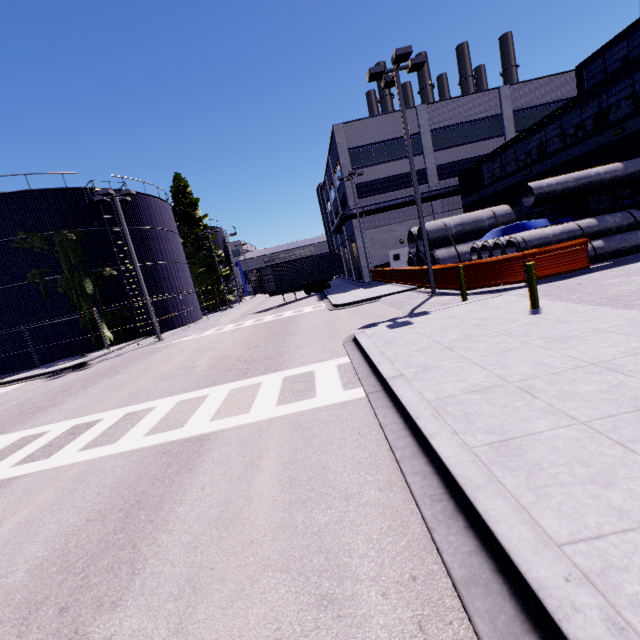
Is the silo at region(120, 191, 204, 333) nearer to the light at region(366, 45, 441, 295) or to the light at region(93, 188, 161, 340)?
the light at region(366, 45, 441, 295)

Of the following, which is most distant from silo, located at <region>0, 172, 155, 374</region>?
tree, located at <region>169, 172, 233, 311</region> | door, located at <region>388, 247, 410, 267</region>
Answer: door, located at <region>388, 247, 410, 267</region>

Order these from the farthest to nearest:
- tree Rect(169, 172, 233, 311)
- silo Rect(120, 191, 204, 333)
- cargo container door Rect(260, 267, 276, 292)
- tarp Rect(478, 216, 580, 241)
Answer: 1. tree Rect(169, 172, 233, 311)
2. cargo container door Rect(260, 267, 276, 292)
3. silo Rect(120, 191, 204, 333)
4. tarp Rect(478, 216, 580, 241)

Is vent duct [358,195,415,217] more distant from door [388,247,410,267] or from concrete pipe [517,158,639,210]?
concrete pipe [517,158,639,210]

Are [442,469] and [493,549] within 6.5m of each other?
yes

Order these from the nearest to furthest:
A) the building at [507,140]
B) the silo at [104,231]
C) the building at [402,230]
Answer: the building at [507,140] < the silo at [104,231] < the building at [402,230]

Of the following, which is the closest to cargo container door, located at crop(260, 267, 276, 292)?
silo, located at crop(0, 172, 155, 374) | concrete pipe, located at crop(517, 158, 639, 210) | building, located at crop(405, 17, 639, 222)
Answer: silo, located at crop(0, 172, 155, 374)

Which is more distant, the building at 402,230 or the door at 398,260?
the door at 398,260
